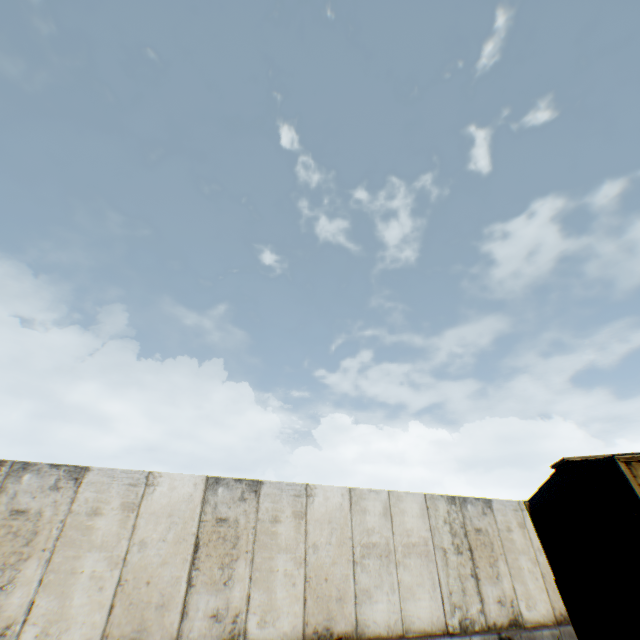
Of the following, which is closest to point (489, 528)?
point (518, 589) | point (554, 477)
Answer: point (518, 589)
